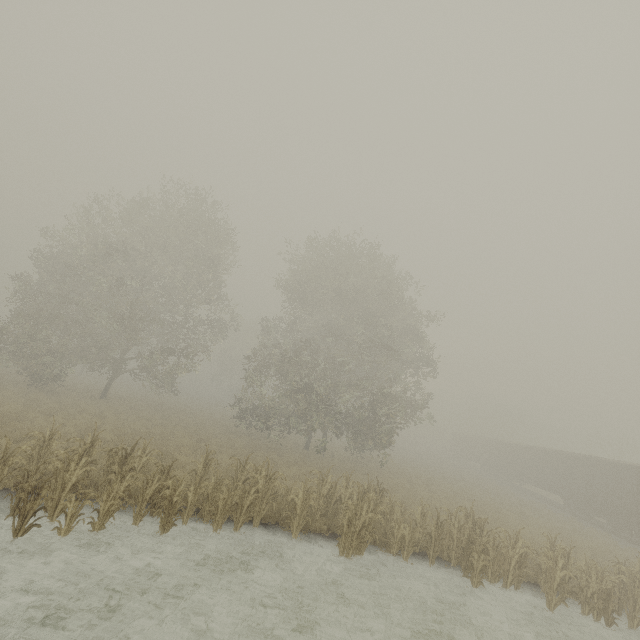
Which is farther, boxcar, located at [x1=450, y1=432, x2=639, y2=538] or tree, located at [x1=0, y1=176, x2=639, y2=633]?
boxcar, located at [x1=450, y1=432, x2=639, y2=538]

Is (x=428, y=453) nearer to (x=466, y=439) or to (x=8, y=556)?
(x=466, y=439)

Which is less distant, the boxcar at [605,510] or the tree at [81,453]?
the tree at [81,453]
